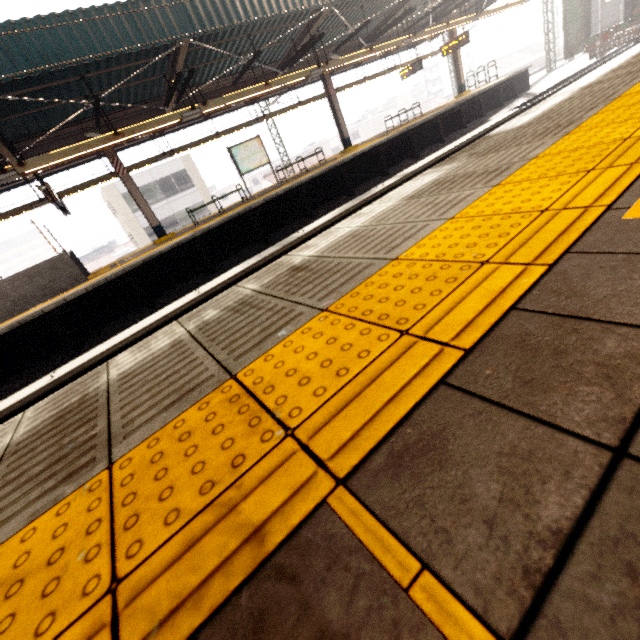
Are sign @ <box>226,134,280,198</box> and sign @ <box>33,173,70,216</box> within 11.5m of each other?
yes

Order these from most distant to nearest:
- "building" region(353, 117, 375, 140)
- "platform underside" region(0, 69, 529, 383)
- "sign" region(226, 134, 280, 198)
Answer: "building" region(353, 117, 375, 140) < "sign" region(226, 134, 280, 198) < "platform underside" region(0, 69, 529, 383)

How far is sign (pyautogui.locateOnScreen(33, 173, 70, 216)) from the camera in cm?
844

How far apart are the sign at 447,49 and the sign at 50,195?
19.3 meters

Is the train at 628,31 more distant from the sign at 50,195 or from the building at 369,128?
the building at 369,128

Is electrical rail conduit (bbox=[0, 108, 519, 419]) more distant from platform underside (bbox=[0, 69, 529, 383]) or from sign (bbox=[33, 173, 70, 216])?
sign (bbox=[33, 173, 70, 216])

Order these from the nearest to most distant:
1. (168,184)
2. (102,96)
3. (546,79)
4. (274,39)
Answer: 1. (102,96)
2. (274,39)
3. (546,79)
4. (168,184)

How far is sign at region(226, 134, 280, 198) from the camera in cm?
1288
